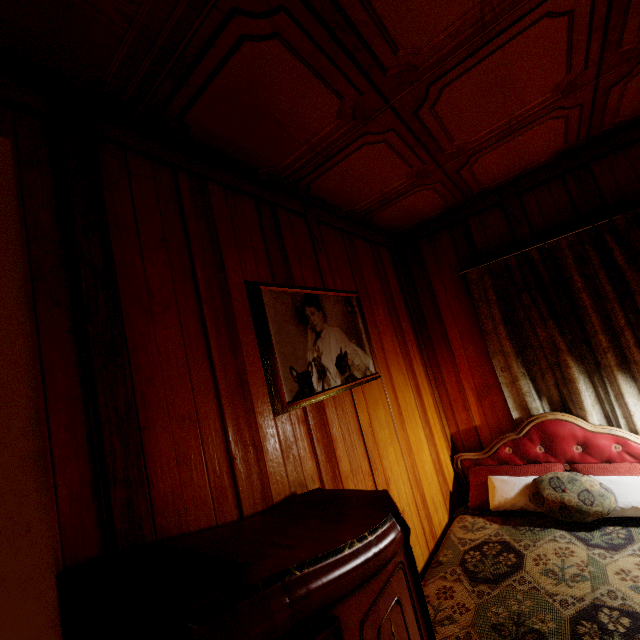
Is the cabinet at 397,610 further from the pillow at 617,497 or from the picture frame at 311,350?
the pillow at 617,497

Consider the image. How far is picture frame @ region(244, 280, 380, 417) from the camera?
1.5m

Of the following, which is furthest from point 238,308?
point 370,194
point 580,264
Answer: point 580,264

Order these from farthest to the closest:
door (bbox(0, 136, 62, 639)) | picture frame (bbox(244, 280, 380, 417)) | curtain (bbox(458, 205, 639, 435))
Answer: curtain (bbox(458, 205, 639, 435)), picture frame (bbox(244, 280, 380, 417)), door (bbox(0, 136, 62, 639))

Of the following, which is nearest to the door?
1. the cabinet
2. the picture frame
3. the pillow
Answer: the cabinet

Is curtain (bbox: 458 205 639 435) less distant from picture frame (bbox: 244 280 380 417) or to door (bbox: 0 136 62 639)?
picture frame (bbox: 244 280 380 417)

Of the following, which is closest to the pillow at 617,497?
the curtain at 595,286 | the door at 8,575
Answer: the curtain at 595,286

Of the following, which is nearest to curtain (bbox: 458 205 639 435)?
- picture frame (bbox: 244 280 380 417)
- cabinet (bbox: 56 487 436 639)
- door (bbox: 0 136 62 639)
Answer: picture frame (bbox: 244 280 380 417)
